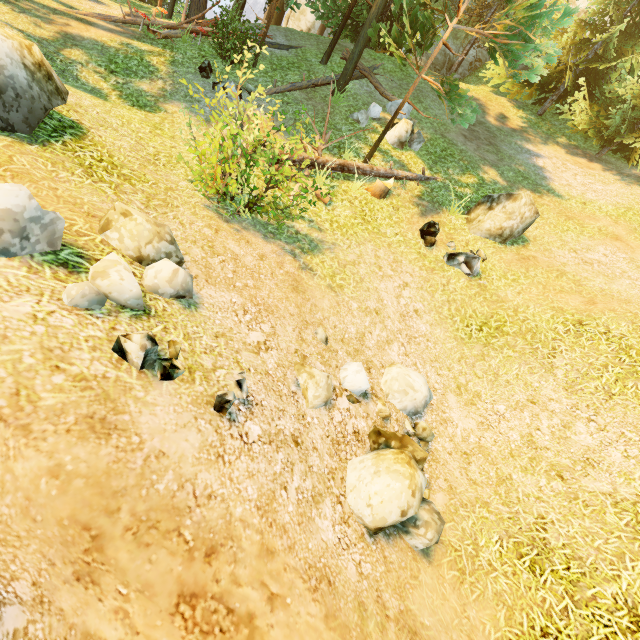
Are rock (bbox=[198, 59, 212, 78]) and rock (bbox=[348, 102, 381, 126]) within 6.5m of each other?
yes

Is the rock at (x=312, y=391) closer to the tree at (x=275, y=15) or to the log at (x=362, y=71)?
the tree at (x=275, y=15)

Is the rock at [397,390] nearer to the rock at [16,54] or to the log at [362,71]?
the rock at [16,54]

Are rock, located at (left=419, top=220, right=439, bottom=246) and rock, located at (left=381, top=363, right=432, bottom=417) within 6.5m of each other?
yes

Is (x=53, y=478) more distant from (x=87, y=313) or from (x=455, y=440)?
(x=455, y=440)

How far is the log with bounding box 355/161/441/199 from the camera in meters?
10.0 m

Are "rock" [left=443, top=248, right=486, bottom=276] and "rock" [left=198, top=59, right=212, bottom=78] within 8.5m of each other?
no

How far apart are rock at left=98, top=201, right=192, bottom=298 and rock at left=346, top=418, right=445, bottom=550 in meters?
3.6 m
